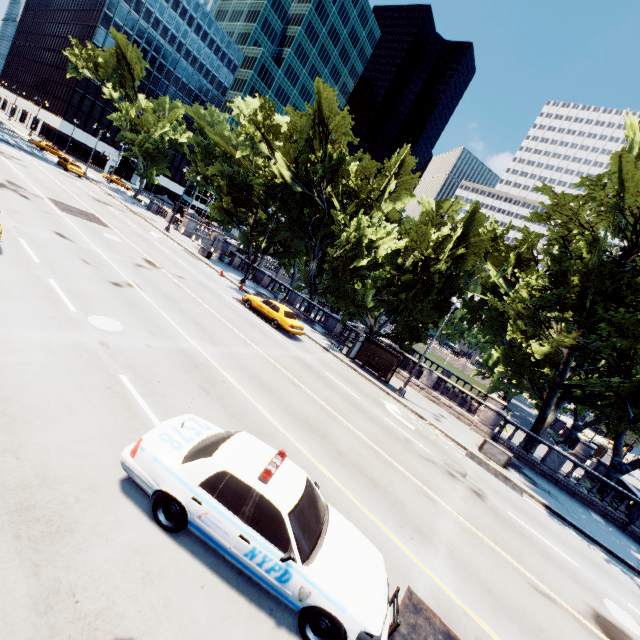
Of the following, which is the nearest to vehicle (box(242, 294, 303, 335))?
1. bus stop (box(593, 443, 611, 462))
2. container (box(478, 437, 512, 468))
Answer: container (box(478, 437, 512, 468))

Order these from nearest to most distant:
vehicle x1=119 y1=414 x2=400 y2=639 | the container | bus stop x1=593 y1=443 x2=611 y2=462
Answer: vehicle x1=119 y1=414 x2=400 y2=639
the container
bus stop x1=593 y1=443 x2=611 y2=462

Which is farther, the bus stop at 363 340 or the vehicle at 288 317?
the bus stop at 363 340

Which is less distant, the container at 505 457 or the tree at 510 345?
the tree at 510 345

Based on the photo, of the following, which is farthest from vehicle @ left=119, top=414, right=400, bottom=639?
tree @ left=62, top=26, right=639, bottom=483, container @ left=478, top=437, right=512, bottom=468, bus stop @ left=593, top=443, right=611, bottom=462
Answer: bus stop @ left=593, top=443, right=611, bottom=462

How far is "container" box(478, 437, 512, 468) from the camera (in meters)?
18.05

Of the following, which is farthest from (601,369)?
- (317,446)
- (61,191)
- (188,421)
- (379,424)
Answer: (61,191)

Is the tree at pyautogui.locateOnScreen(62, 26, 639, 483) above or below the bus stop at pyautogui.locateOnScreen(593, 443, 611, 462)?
above
